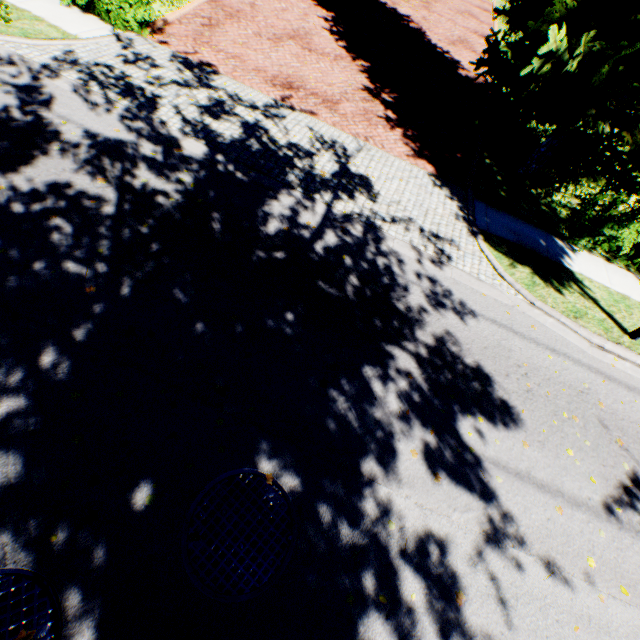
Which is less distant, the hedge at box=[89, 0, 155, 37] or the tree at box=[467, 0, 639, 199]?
the tree at box=[467, 0, 639, 199]

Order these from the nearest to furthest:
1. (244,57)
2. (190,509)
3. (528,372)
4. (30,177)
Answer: (190,509)
(30,177)
(528,372)
(244,57)

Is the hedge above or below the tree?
below

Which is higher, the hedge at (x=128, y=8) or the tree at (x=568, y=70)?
the tree at (x=568, y=70)

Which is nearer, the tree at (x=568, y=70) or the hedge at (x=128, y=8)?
the tree at (x=568, y=70)
